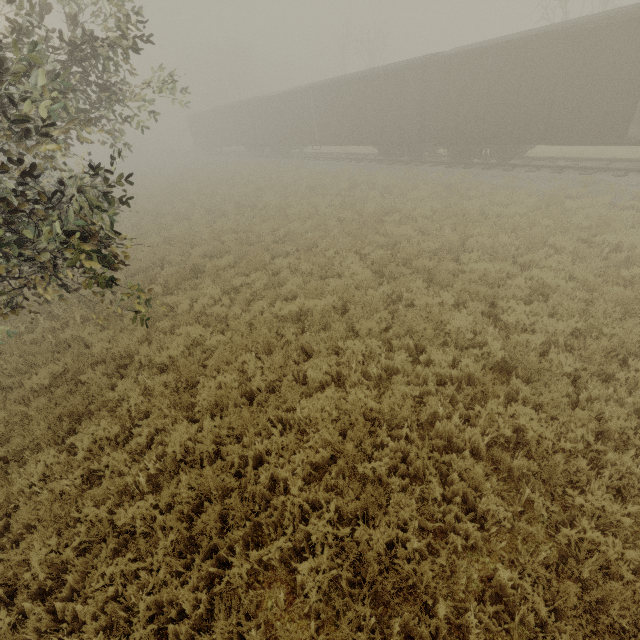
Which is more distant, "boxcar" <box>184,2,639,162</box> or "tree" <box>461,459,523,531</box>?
"boxcar" <box>184,2,639,162</box>

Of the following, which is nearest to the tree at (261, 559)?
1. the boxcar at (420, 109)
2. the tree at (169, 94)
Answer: the tree at (169, 94)

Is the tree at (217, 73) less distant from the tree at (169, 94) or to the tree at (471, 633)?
the tree at (169, 94)

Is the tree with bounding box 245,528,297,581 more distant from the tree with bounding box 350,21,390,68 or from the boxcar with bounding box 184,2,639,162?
the tree with bounding box 350,21,390,68

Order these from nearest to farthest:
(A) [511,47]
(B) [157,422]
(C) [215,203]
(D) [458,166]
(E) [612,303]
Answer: (B) [157,422] < (E) [612,303] < (A) [511,47] < (D) [458,166] < (C) [215,203]

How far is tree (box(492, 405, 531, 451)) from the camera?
4.5m

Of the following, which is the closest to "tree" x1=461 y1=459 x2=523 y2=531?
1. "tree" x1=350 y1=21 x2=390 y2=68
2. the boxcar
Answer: the boxcar
